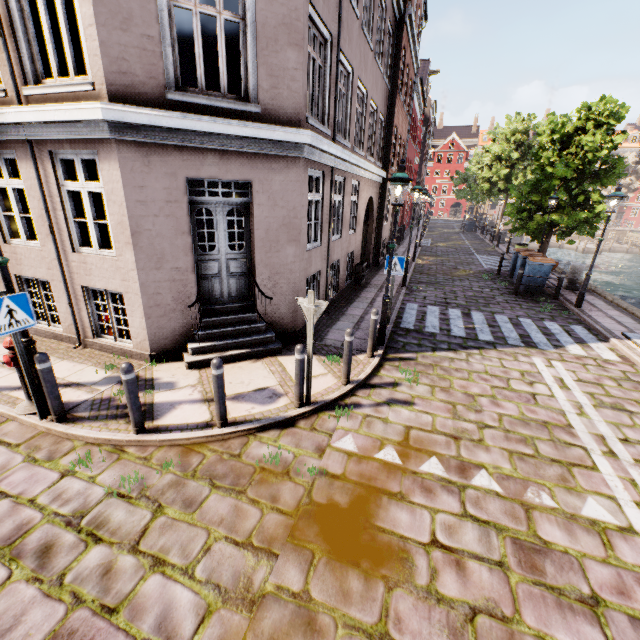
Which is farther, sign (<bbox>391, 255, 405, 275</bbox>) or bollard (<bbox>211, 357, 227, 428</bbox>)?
sign (<bbox>391, 255, 405, 275</bbox>)

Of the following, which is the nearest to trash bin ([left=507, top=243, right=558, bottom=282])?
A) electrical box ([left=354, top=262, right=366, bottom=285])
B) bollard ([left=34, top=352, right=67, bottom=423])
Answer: electrical box ([left=354, top=262, right=366, bottom=285])

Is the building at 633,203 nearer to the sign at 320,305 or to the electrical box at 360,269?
the electrical box at 360,269

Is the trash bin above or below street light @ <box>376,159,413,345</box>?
below

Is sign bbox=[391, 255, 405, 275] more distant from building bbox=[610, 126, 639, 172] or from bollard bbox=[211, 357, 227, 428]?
bollard bbox=[211, 357, 227, 428]

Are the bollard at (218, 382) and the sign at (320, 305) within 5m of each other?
yes

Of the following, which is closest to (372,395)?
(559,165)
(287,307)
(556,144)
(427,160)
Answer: (287,307)

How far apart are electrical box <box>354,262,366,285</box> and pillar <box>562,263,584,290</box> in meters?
8.5
